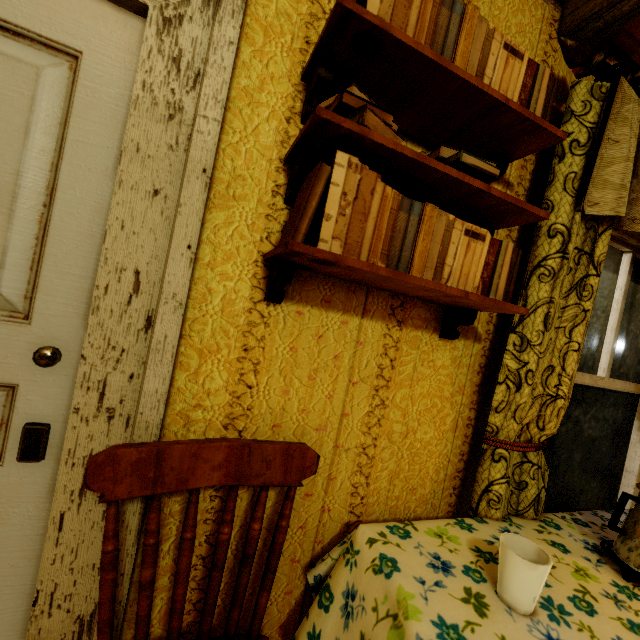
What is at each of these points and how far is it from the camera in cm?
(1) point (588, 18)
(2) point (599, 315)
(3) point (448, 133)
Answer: (1) rafters, 122
(2) window, 166
(3) shelf, 106

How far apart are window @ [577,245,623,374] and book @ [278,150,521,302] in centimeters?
79cm

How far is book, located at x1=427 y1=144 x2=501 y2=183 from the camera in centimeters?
90cm

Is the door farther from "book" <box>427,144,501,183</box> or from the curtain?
the curtain

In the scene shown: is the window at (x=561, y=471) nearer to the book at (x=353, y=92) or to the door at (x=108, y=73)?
the book at (x=353, y=92)

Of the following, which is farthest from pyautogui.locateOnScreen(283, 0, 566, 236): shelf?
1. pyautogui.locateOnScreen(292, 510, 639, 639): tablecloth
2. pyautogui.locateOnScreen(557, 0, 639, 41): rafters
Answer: pyautogui.locateOnScreen(292, 510, 639, 639): tablecloth

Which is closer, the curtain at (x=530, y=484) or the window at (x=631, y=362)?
the curtain at (x=530, y=484)

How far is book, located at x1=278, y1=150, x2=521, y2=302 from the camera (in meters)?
0.78
